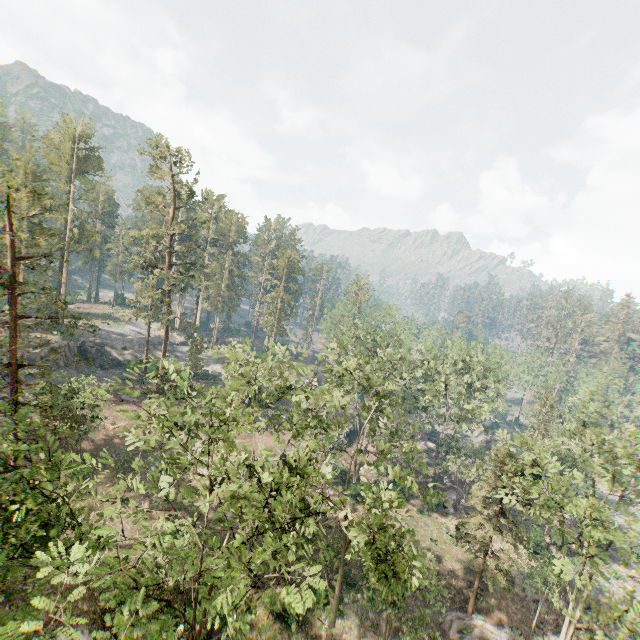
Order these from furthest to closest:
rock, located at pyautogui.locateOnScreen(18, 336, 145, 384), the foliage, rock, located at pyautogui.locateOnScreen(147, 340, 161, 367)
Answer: rock, located at pyautogui.locateOnScreen(147, 340, 161, 367), rock, located at pyautogui.locateOnScreen(18, 336, 145, 384), the foliage

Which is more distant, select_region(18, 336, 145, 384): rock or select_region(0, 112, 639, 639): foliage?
select_region(18, 336, 145, 384): rock

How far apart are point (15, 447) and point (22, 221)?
50.00m

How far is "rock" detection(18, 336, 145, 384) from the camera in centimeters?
4084cm

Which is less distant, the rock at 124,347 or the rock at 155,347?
the rock at 124,347

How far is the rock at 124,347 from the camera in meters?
40.8
